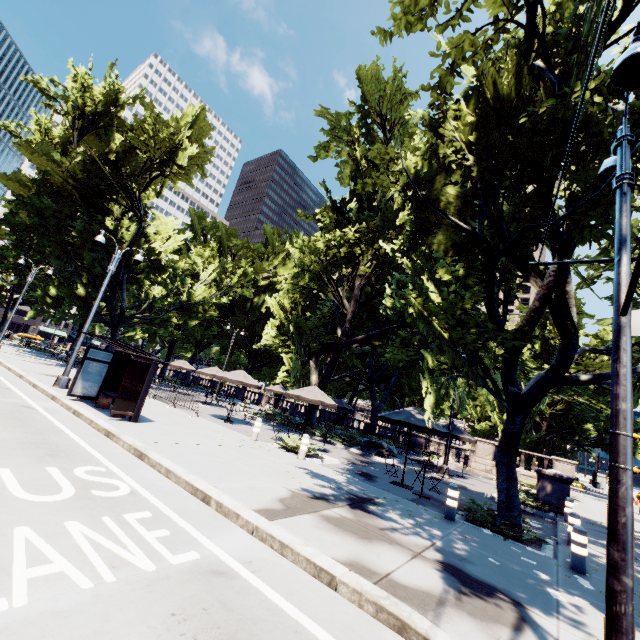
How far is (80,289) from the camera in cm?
3406

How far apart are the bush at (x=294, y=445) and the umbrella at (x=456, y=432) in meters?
8.6 m

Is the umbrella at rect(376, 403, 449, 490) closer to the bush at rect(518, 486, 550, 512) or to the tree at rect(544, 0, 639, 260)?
the tree at rect(544, 0, 639, 260)

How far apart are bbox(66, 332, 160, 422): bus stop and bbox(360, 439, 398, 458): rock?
12.7m

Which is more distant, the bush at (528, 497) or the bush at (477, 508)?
the bush at (528, 497)

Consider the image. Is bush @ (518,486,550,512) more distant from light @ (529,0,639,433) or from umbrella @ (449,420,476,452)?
light @ (529,0,639,433)

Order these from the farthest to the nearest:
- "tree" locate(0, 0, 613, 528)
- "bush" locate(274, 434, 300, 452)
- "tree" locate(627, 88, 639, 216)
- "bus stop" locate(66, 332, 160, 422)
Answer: "bush" locate(274, 434, 300, 452) < "bus stop" locate(66, 332, 160, 422) < "tree" locate(0, 0, 613, 528) < "tree" locate(627, 88, 639, 216)

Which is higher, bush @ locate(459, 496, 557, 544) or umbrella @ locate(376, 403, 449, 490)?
umbrella @ locate(376, 403, 449, 490)
